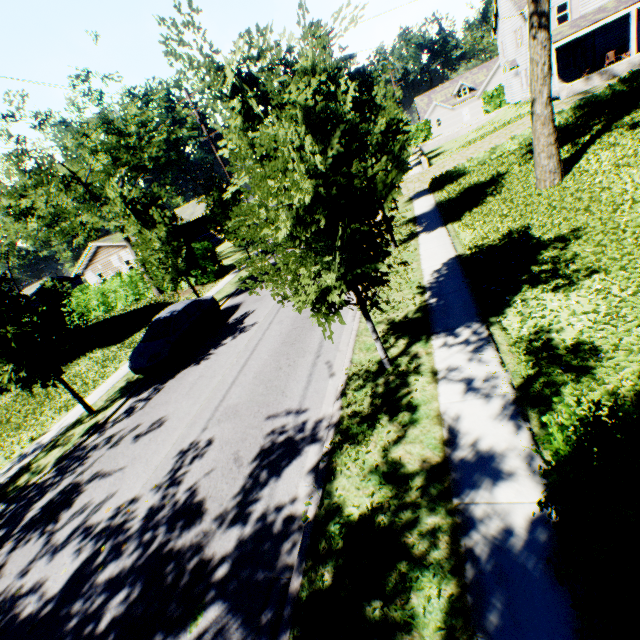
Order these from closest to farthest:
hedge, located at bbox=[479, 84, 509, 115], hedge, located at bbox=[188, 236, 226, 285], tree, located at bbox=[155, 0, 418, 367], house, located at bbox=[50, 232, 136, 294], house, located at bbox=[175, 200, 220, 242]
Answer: tree, located at bbox=[155, 0, 418, 367], hedge, located at bbox=[188, 236, 226, 285], house, located at bbox=[50, 232, 136, 294], house, located at bbox=[175, 200, 220, 242], hedge, located at bbox=[479, 84, 509, 115]

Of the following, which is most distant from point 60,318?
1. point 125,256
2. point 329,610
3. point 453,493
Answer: point 125,256

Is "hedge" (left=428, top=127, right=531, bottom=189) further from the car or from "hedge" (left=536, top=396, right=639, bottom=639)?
"hedge" (left=536, top=396, right=639, bottom=639)

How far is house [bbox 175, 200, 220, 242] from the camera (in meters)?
44.00

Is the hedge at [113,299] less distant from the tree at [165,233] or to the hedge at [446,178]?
the tree at [165,233]

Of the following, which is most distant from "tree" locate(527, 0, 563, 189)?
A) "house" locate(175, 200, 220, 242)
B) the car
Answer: "house" locate(175, 200, 220, 242)

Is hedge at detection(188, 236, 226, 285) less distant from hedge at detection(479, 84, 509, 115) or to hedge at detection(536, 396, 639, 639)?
hedge at detection(536, 396, 639, 639)

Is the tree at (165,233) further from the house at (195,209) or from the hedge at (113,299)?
the house at (195,209)
